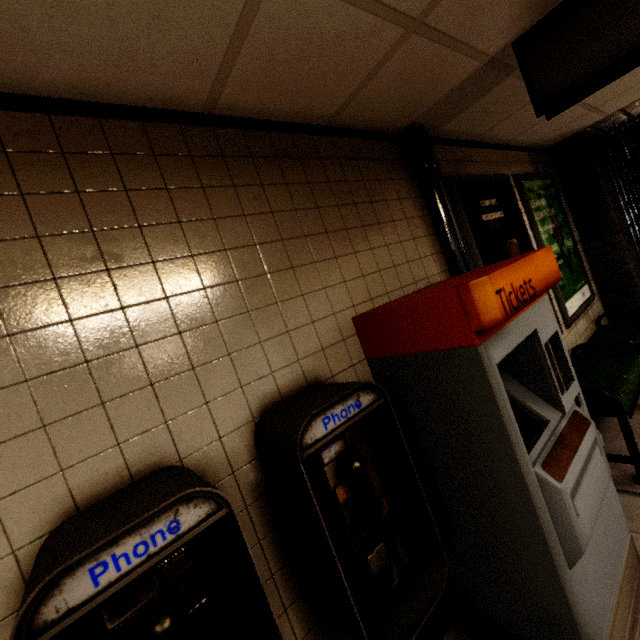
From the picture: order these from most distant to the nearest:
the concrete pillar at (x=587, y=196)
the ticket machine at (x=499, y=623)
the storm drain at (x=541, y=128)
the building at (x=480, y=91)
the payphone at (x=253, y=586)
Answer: the concrete pillar at (x=587, y=196), the storm drain at (x=541, y=128), the building at (x=480, y=91), the ticket machine at (x=499, y=623), the payphone at (x=253, y=586)

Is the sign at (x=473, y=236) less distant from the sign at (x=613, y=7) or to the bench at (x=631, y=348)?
the bench at (x=631, y=348)

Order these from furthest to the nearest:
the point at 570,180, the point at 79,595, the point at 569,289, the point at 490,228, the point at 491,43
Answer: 1. the point at 570,180
2. the point at 569,289
3. the point at 490,228
4. the point at 491,43
5. the point at 79,595

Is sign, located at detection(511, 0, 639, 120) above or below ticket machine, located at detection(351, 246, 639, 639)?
above

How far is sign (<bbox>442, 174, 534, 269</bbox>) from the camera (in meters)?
2.59

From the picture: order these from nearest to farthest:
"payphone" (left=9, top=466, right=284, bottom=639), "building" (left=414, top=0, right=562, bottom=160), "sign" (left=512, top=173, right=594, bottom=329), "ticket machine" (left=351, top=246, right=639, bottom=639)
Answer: "payphone" (left=9, top=466, right=284, bottom=639) → "ticket machine" (left=351, top=246, right=639, bottom=639) → "building" (left=414, top=0, right=562, bottom=160) → "sign" (left=512, top=173, right=594, bottom=329)

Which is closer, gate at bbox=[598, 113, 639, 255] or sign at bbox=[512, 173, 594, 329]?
sign at bbox=[512, 173, 594, 329]

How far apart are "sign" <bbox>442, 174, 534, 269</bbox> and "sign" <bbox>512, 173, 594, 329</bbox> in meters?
0.2 m
